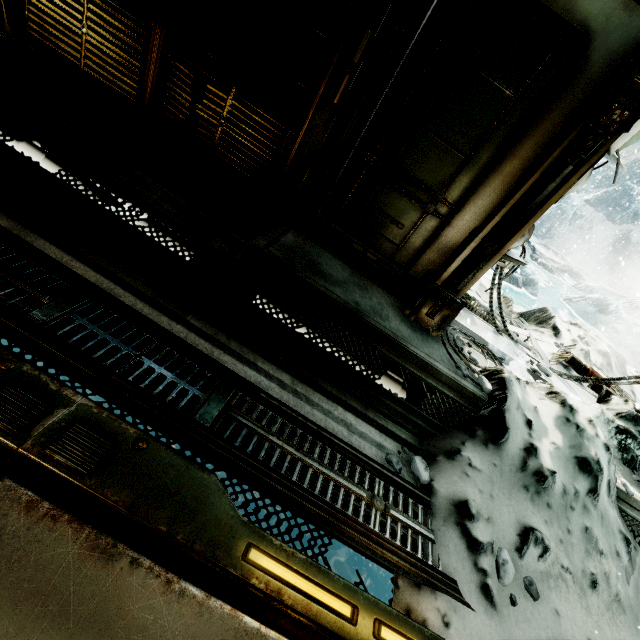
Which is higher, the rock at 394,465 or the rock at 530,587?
the rock at 530,587

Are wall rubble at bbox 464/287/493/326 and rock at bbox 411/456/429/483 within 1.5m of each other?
no

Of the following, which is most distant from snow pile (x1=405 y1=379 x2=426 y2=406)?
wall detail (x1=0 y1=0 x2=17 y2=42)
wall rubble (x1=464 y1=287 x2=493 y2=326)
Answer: wall detail (x1=0 y1=0 x2=17 y2=42)

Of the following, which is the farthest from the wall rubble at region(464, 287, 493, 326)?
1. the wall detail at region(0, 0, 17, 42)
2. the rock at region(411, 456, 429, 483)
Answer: the wall detail at region(0, 0, 17, 42)

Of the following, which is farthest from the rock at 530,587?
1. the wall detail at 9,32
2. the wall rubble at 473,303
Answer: the wall detail at 9,32

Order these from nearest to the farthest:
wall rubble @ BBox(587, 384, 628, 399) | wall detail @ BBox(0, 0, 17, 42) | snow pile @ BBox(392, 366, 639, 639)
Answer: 1. snow pile @ BBox(392, 366, 639, 639)
2. wall detail @ BBox(0, 0, 17, 42)
3. wall rubble @ BBox(587, 384, 628, 399)

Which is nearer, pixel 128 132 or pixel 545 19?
pixel 545 19

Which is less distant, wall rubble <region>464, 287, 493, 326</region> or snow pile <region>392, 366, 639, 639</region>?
snow pile <region>392, 366, 639, 639</region>
